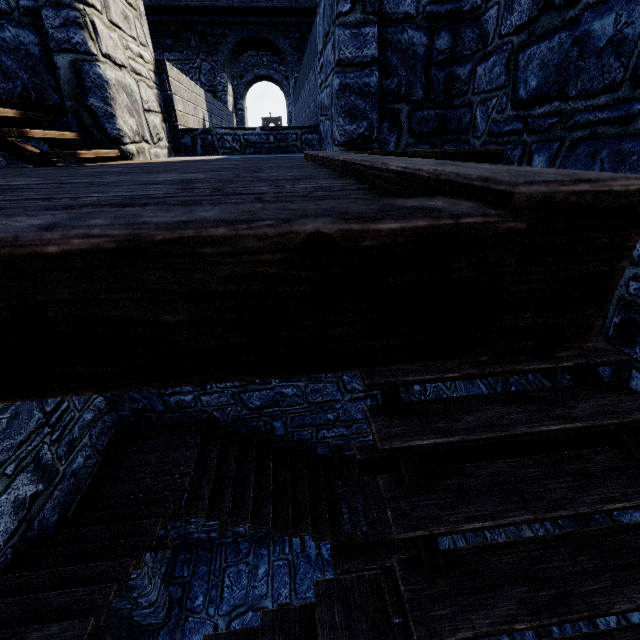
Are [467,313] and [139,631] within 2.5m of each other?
no
